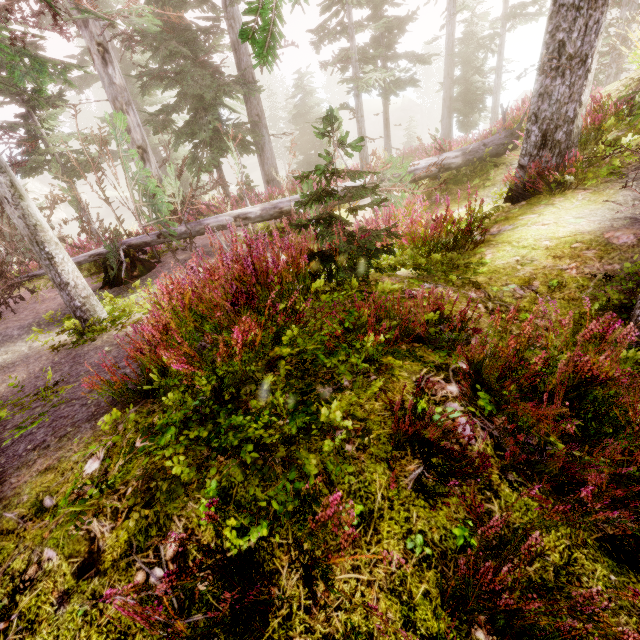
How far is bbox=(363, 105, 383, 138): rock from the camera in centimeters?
5728cm

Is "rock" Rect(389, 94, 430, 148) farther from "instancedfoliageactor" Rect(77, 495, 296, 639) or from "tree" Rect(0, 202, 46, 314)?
"tree" Rect(0, 202, 46, 314)

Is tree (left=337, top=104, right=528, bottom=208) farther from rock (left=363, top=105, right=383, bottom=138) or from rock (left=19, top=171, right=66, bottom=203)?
rock (left=363, top=105, right=383, bottom=138)

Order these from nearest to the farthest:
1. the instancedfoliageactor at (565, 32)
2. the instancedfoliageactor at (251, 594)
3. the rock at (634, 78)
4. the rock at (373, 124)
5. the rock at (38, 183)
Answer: the instancedfoliageactor at (251, 594) → the instancedfoliageactor at (565, 32) → the rock at (634, 78) → the rock at (38, 183) → the rock at (373, 124)

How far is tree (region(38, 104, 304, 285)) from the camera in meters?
6.5 m

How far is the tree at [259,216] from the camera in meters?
6.5

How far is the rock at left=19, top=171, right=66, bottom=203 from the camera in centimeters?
4772cm

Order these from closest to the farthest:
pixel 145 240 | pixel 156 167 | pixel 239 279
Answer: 1. pixel 239 279
2. pixel 145 240
3. pixel 156 167
